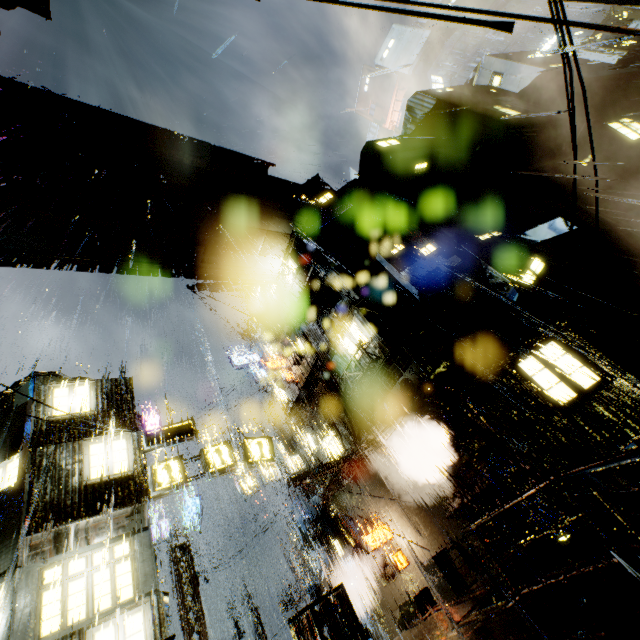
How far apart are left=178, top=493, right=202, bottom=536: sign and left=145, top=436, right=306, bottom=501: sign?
9.5m

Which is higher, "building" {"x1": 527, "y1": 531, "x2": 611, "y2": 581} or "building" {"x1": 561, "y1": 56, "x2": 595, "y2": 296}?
"building" {"x1": 561, "y1": 56, "x2": 595, "y2": 296}

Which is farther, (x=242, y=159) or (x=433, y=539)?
(x=242, y=159)

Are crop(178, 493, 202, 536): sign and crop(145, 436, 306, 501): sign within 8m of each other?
no

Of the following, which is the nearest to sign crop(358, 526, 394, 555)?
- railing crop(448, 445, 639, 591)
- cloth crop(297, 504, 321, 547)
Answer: cloth crop(297, 504, 321, 547)

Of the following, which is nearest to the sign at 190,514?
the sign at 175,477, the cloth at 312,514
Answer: the cloth at 312,514

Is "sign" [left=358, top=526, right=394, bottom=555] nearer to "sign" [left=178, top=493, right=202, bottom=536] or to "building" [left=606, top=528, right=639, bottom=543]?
"building" [left=606, top=528, right=639, bottom=543]

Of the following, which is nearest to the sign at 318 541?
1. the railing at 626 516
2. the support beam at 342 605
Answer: the railing at 626 516
